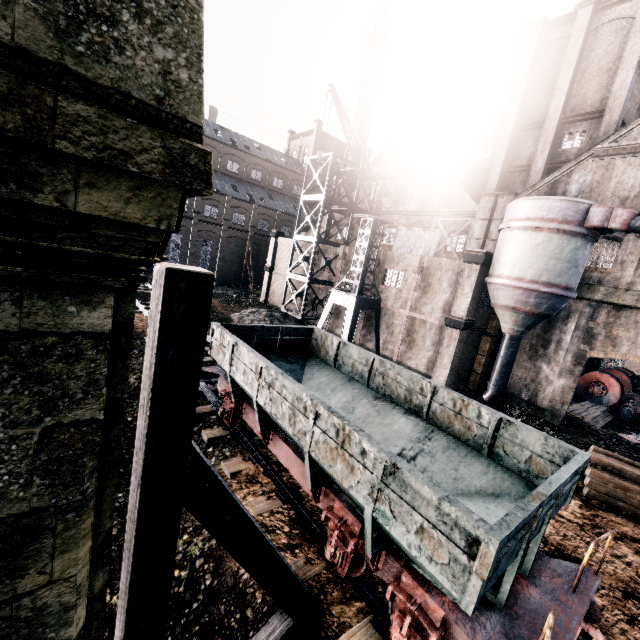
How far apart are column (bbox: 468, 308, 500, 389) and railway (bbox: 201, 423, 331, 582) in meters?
19.5 m

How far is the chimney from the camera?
45.2m

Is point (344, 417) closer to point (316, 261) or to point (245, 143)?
point (316, 261)

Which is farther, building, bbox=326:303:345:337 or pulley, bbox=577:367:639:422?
building, bbox=326:303:345:337

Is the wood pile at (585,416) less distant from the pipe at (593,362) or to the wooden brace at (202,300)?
the pipe at (593,362)

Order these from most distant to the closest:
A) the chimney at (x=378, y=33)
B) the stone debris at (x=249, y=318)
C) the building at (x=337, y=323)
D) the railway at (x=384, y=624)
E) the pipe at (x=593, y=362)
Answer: the chimney at (x=378, y=33) → the building at (x=337, y=323) → the pipe at (x=593, y=362) → the stone debris at (x=249, y=318) → the railway at (x=384, y=624)

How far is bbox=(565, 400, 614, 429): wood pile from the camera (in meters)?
22.20

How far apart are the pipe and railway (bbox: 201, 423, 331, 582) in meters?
33.4
